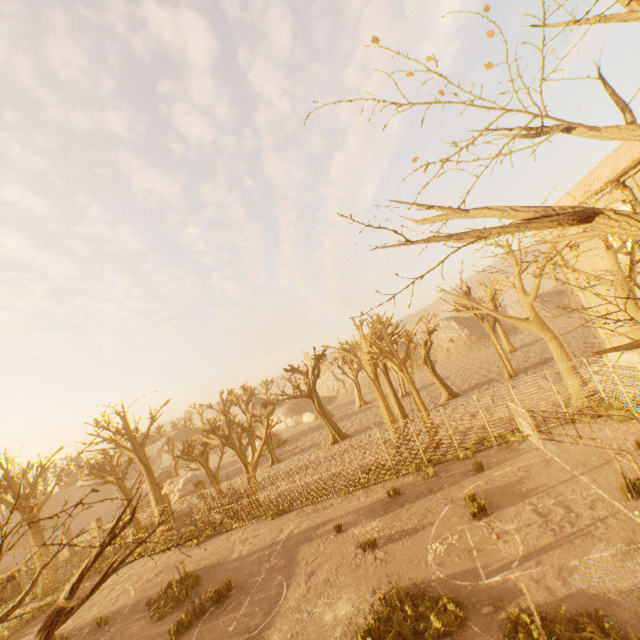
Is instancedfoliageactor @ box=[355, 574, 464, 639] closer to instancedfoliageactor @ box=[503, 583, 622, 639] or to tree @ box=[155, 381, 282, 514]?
instancedfoliageactor @ box=[503, 583, 622, 639]

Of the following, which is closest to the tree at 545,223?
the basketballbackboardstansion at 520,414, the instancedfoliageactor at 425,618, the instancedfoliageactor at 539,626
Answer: the basketballbackboardstansion at 520,414

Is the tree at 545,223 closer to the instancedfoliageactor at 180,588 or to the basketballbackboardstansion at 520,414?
the basketballbackboardstansion at 520,414

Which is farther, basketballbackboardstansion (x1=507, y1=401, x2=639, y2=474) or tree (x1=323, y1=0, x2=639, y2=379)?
basketballbackboardstansion (x1=507, y1=401, x2=639, y2=474)

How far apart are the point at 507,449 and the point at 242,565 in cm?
1504

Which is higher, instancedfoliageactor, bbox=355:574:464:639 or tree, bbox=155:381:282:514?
tree, bbox=155:381:282:514

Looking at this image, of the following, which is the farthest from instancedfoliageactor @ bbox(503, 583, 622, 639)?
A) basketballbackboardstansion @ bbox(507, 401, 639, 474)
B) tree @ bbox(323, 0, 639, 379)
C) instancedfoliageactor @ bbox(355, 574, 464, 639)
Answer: tree @ bbox(323, 0, 639, 379)

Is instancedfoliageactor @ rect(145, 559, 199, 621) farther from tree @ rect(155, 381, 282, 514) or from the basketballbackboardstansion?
the basketballbackboardstansion
